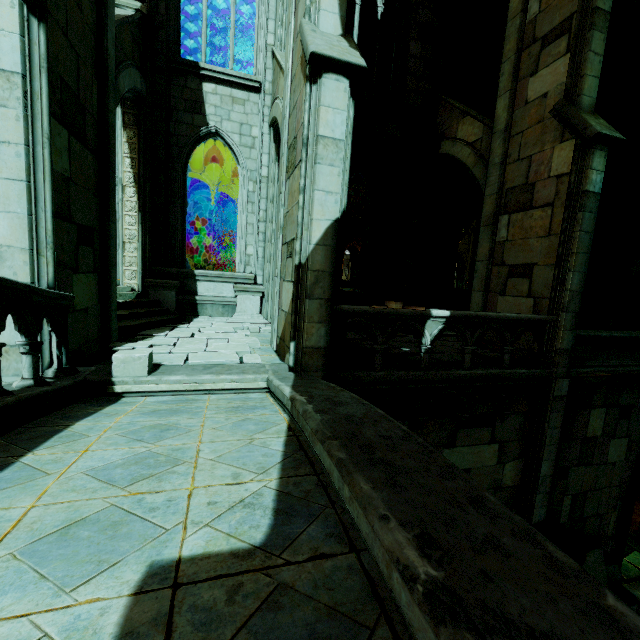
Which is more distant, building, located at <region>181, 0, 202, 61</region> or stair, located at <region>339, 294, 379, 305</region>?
stair, located at <region>339, 294, 379, 305</region>

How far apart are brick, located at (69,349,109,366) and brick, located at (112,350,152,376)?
0.8m

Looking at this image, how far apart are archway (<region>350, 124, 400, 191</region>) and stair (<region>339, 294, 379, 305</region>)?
3.8m

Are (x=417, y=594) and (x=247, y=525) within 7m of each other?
yes

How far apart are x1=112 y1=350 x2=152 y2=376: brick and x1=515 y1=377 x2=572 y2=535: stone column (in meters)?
8.02

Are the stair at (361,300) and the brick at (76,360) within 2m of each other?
no

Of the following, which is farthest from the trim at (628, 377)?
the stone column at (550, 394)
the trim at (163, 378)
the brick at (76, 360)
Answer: the brick at (76, 360)

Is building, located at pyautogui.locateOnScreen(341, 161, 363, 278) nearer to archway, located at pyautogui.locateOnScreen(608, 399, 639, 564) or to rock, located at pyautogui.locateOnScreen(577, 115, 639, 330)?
rock, located at pyautogui.locateOnScreen(577, 115, 639, 330)
